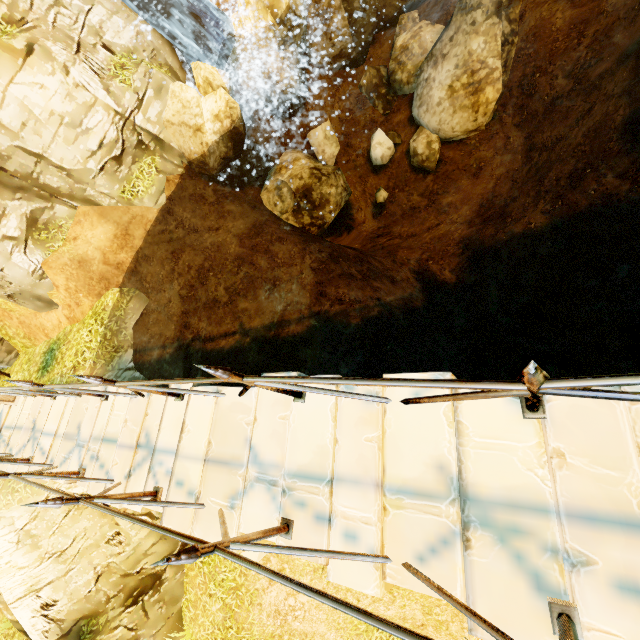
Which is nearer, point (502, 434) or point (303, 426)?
point (502, 434)

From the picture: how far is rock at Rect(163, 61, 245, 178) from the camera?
9.4 meters

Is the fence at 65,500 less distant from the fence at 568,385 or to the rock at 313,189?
the fence at 568,385

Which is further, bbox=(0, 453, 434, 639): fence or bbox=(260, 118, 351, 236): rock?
bbox=(260, 118, 351, 236): rock

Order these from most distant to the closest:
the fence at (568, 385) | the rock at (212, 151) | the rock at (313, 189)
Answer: the rock at (313, 189), the rock at (212, 151), the fence at (568, 385)

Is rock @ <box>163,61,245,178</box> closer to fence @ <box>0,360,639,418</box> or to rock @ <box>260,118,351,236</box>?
rock @ <box>260,118,351,236</box>

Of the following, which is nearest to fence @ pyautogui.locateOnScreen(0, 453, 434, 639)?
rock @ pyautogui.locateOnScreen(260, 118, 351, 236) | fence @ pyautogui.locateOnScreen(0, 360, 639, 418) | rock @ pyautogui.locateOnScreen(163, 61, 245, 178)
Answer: fence @ pyautogui.locateOnScreen(0, 360, 639, 418)

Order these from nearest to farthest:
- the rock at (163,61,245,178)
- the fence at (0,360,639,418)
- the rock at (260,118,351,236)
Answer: the fence at (0,360,639,418) → the rock at (163,61,245,178) → the rock at (260,118,351,236)
